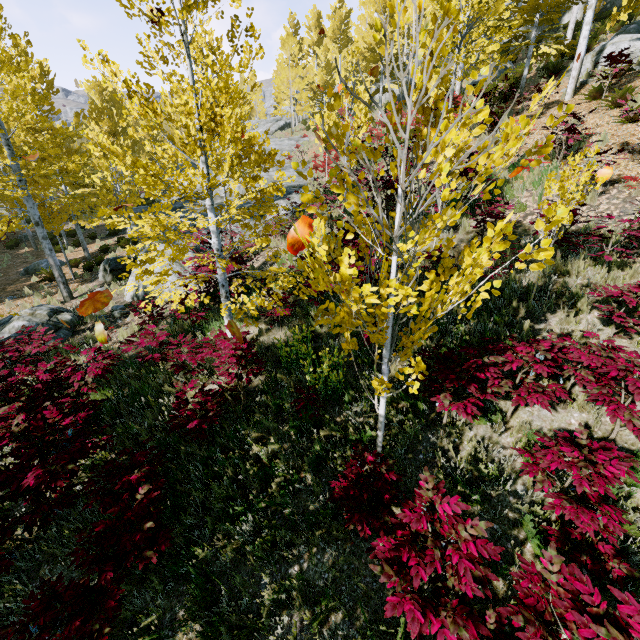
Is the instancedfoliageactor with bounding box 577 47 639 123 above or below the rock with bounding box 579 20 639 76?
below

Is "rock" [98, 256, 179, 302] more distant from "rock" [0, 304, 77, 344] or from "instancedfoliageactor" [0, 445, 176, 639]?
"rock" [0, 304, 77, 344]

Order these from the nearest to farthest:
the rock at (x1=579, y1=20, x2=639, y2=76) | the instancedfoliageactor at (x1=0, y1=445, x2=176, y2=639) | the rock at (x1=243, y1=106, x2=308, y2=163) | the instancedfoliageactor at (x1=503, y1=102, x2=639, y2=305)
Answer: the instancedfoliageactor at (x1=503, y1=102, x2=639, y2=305)
the instancedfoliageactor at (x1=0, y1=445, x2=176, y2=639)
the rock at (x1=579, y1=20, x2=639, y2=76)
the rock at (x1=243, y1=106, x2=308, y2=163)

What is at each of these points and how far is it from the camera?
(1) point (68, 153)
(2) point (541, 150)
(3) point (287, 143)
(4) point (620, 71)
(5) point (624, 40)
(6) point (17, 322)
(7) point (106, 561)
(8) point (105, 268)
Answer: (1) instancedfoliageactor, 14.89m
(2) instancedfoliageactor, 2.34m
(3) rock, 31.52m
(4) instancedfoliageactor, 10.43m
(5) rock, 12.38m
(6) rock, 9.34m
(7) instancedfoliageactor, 3.29m
(8) rock, 13.54m

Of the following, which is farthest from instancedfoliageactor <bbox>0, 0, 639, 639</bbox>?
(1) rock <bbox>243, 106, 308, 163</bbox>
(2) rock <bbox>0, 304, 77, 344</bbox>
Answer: (2) rock <bbox>0, 304, 77, 344</bbox>

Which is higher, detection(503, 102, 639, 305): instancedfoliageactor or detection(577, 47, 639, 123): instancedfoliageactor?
detection(577, 47, 639, 123): instancedfoliageactor

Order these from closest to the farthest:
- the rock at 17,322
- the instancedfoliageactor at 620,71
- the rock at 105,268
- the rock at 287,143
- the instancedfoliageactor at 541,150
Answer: the instancedfoliageactor at 541,150 → the instancedfoliageactor at 620,71 → the rock at 17,322 → the rock at 105,268 → the rock at 287,143

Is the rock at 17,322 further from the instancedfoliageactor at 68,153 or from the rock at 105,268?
the instancedfoliageactor at 68,153
